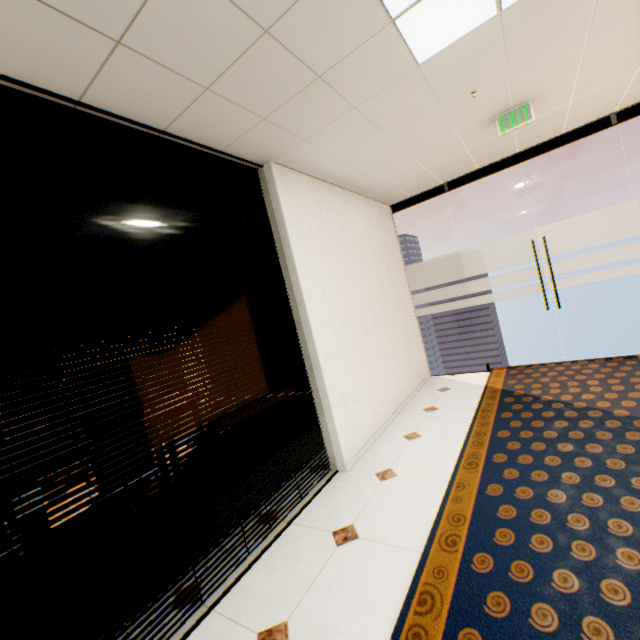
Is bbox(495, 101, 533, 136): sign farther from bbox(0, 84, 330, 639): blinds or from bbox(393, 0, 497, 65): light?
bbox(0, 84, 330, 639): blinds

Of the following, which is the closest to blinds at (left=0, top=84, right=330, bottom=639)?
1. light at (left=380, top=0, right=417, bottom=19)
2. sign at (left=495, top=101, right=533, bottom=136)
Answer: light at (left=380, top=0, right=417, bottom=19)

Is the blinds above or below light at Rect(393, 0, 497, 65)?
below

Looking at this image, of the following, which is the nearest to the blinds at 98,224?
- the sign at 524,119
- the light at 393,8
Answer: the light at 393,8

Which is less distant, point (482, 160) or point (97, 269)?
point (97, 269)

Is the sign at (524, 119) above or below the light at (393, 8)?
below
